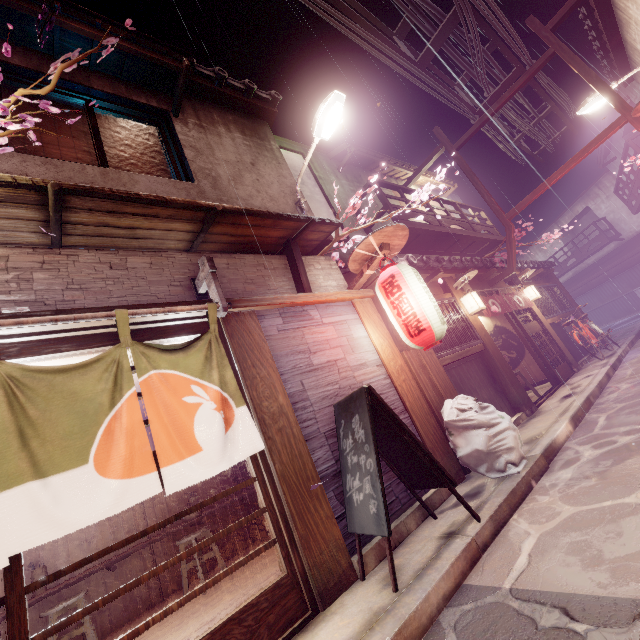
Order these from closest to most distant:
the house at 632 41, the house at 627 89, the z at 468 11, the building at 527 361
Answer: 1. the z at 468 11
2. the house at 632 41
3. the building at 527 361
4. the house at 627 89

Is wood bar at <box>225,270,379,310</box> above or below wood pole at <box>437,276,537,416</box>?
above

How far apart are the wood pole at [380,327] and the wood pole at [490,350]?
5.0 meters

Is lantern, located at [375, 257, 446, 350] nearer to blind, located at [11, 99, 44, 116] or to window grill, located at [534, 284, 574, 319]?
blind, located at [11, 99, 44, 116]

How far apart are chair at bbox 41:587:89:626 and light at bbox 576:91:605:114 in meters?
23.4

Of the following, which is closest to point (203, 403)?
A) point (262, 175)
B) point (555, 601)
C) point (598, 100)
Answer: point (555, 601)

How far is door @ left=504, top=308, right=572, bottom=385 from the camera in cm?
1462

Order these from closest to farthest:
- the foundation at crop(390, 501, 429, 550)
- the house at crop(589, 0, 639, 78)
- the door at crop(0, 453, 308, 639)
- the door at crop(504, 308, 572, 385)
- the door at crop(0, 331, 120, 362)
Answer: the door at crop(0, 453, 308, 639) < the door at crop(0, 331, 120, 362) < the foundation at crop(390, 501, 429, 550) < the house at crop(589, 0, 639, 78) < the door at crop(504, 308, 572, 385)
